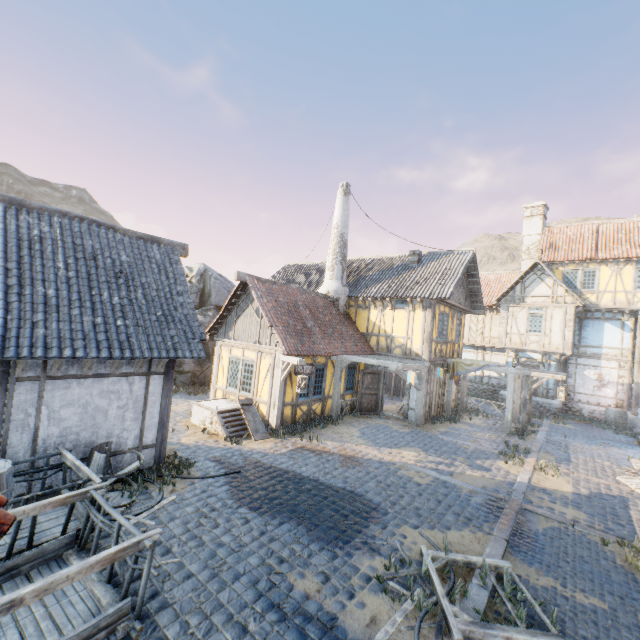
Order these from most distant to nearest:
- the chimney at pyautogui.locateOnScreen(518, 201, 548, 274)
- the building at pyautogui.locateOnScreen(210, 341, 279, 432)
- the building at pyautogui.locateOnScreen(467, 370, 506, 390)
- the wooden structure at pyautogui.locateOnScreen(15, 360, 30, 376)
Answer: the building at pyautogui.locateOnScreen(467, 370, 506, 390) → the chimney at pyautogui.locateOnScreen(518, 201, 548, 274) → the building at pyautogui.locateOnScreen(210, 341, 279, 432) → the wooden structure at pyautogui.locateOnScreen(15, 360, 30, 376)

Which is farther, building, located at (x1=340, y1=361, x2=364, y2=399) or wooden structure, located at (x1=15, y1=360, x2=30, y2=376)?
building, located at (x1=340, y1=361, x2=364, y2=399)

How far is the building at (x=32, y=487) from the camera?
6.0 meters

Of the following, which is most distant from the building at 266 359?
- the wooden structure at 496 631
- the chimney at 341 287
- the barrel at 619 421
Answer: the barrel at 619 421

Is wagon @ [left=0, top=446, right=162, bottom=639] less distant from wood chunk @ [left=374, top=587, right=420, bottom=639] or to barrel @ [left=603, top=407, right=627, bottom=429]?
wood chunk @ [left=374, top=587, right=420, bottom=639]

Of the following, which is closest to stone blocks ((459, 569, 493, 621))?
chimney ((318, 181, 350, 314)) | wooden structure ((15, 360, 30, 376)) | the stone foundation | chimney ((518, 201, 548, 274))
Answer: the stone foundation

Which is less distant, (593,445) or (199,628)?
(199,628)

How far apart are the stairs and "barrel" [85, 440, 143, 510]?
3.7 meters
